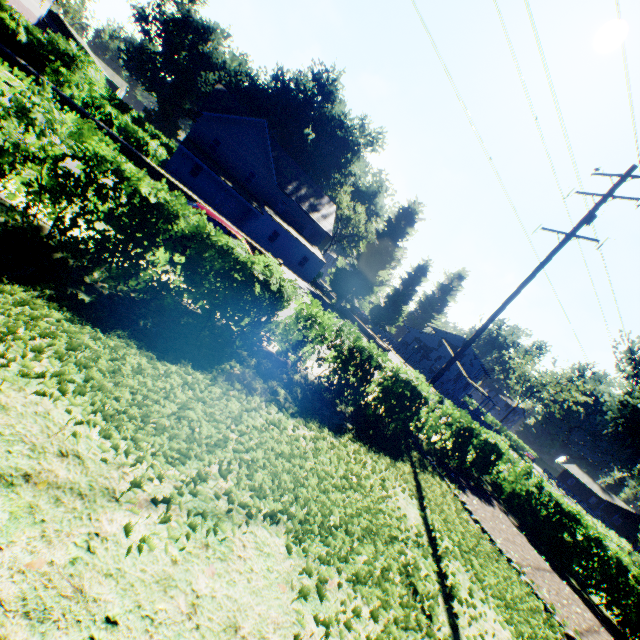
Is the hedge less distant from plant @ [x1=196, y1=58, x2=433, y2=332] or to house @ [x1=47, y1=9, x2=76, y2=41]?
plant @ [x1=196, y1=58, x2=433, y2=332]

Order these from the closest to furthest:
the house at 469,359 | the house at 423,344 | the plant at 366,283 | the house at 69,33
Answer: the plant at 366,283 < the house at 469,359 < the house at 423,344 < the house at 69,33

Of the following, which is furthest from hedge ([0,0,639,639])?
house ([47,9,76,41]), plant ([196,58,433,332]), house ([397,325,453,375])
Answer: house ([397,325,453,375])

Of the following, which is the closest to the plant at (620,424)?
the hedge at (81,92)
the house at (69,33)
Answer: the hedge at (81,92)

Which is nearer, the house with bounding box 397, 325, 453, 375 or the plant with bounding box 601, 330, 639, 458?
the plant with bounding box 601, 330, 639, 458

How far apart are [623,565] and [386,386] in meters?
9.9 m

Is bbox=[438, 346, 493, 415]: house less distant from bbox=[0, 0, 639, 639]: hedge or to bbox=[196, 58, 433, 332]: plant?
bbox=[196, 58, 433, 332]: plant
